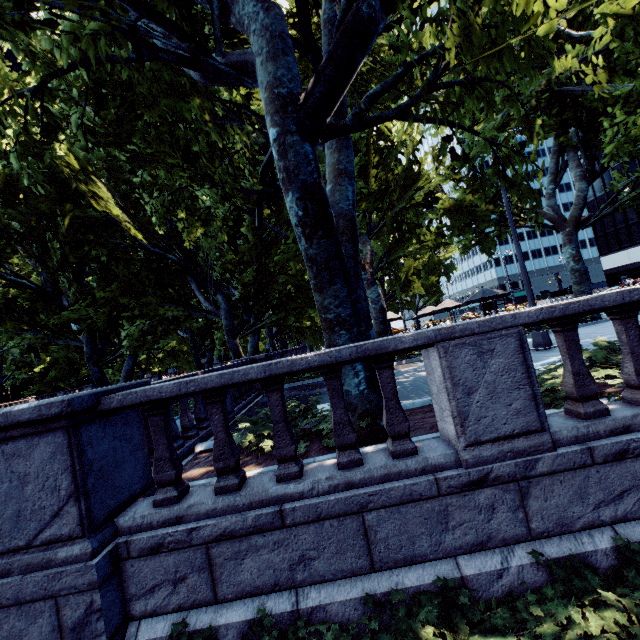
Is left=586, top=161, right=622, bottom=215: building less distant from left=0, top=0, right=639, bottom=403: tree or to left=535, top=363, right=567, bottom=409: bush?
left=0, top=0, right=639, bottom=403: tree

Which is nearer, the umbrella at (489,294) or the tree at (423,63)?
the tree at (423,63)

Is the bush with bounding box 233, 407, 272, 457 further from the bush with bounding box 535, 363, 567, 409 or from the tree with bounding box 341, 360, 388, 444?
the bush with bounding box 535, 363, 567, 409

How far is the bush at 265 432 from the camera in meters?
5.1

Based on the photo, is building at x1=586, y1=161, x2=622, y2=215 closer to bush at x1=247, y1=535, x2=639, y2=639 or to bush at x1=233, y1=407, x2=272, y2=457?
bush at x1=247, y1=535, x2=639, y2=639

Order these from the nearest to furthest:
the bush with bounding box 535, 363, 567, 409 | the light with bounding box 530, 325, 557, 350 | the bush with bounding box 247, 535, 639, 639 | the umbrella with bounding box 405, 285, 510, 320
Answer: the bush with bounding box 247, 535, 639, 639 < the bush with bounding box 535, 363, 567, 409 < the light with bounding box 530, 325, 557, 350 < the umbrella with bounding box 405, 285, 510, 320

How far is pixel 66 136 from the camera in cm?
898

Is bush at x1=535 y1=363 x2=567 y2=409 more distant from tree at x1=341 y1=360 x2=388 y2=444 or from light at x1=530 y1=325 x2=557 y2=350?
light at x1=530 y1=325 x2=557 y2=350
